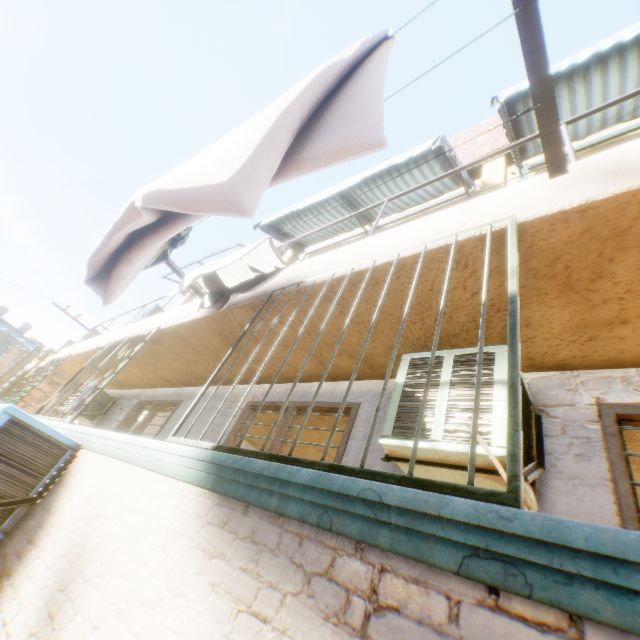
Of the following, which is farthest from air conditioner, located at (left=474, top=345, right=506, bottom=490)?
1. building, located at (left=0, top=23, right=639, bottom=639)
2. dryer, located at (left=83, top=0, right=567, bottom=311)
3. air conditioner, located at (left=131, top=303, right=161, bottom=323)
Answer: air conditioner, located at (left=131, top=303, right=161, bottom=323)

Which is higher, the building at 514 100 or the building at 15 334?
the building at 15 334

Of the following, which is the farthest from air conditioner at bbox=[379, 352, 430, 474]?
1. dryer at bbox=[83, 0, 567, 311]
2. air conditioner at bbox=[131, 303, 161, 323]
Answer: air conditioner at bbox=[131, 303, 161, 323]

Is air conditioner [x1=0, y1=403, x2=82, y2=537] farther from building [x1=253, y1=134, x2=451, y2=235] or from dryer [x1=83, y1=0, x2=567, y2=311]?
dryer [x1=83, y1=0, x2=567, y2=311]

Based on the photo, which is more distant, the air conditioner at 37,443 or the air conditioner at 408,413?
the air conditioner at 37,443

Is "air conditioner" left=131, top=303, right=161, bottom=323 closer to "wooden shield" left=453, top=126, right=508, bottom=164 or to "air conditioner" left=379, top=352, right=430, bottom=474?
"air conditioner" left=379, top=352, right=430, bottom=474

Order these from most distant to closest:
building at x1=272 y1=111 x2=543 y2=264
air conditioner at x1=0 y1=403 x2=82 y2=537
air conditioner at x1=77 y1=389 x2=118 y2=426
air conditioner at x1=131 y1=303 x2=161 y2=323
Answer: air conditioner at x1=131 y1=303 x2=161 y2=323 → air conditioner at x1=77 y1=389 x2=118 y2=426 → building at x1=272 y1=111 x2=543 y2=264 → air conditioner at x1=0 y1=403 x2=82 y2=537

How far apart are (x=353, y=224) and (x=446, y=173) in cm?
398
